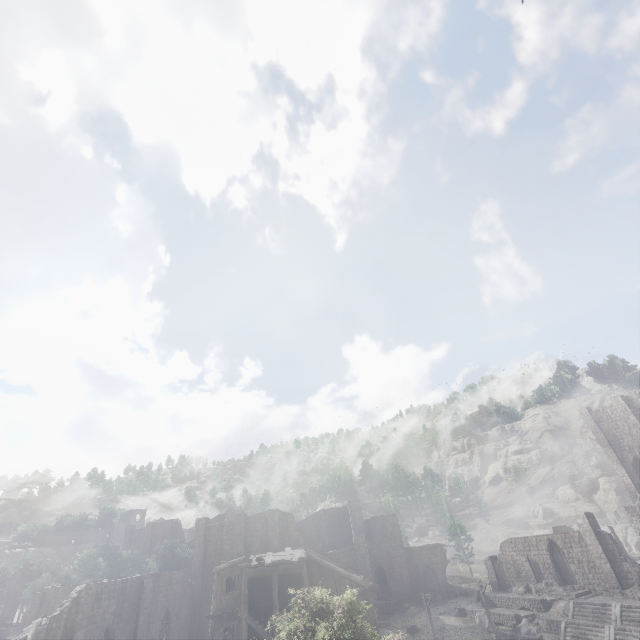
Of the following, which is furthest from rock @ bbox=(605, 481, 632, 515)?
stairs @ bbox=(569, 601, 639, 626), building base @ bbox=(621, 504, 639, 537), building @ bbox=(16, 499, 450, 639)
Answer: stairs @ bbox=(569, 601, 639, 626)

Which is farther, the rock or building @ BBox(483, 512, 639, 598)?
the rock

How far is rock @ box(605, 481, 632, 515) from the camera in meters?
57.1

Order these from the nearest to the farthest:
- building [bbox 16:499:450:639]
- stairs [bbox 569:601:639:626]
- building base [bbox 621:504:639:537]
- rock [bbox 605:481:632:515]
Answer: building [bbox 16:499:450:639], stairs [bbox 569:601:639:626], building base [bbox 621:504:639:537], rock [bbox 605:481:632:515]

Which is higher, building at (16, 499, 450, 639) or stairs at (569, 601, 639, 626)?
building at (16, 499, 450, 639)

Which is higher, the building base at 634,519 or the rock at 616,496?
the rock at 616,496

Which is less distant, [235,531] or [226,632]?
[226,632]

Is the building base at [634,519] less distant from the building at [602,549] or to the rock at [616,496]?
the building at [602,549]
